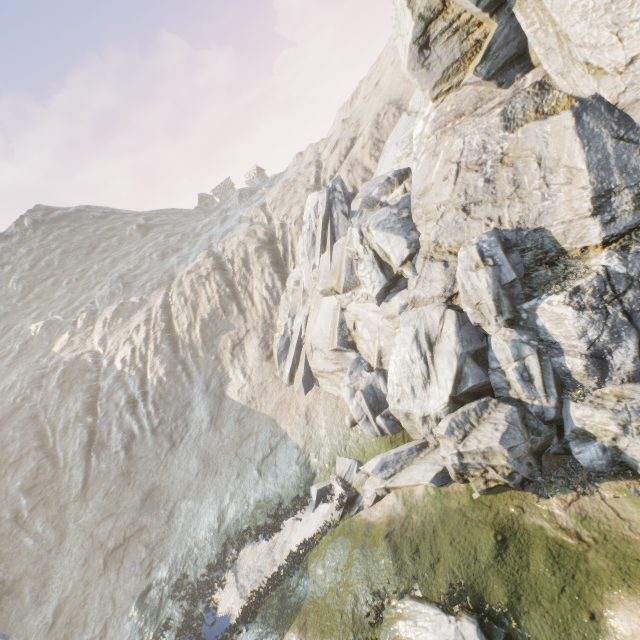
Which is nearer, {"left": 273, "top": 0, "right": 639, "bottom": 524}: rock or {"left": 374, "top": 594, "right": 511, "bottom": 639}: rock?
{"left": 374, "top": 594, "right": 511, "bottom": 639}: rock

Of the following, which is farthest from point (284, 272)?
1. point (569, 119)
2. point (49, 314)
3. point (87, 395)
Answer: point (49, 314)

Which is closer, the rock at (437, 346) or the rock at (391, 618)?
the rock at (391, 618)
